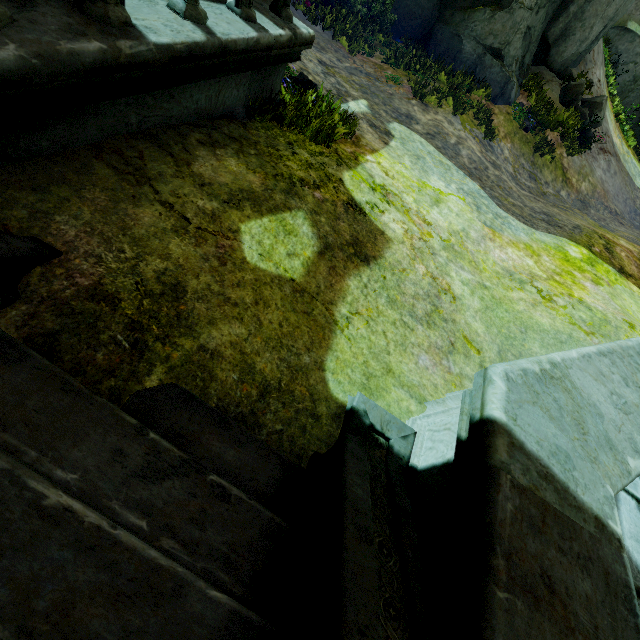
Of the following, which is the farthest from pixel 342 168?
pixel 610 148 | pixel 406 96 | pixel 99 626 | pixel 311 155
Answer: pixel 610 148

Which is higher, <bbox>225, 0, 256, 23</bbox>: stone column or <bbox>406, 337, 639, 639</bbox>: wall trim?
<bbox>225, 0, 256, 23</bbox>: stone column

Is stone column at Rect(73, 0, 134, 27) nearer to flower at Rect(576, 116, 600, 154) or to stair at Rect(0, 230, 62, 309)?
stair at Rect(0, 230, 62, 309)

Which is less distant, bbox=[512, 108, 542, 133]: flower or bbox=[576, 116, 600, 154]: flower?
bbox=[512, 108, 542, 133]: flower

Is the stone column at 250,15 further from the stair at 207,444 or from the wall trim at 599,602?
the wall trim at 599,602

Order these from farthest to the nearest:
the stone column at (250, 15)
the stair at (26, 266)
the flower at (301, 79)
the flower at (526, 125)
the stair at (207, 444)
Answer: the flower at (526, 125) → the flower at (301, 79) → the stone column at (250, 15) → the stair at (26, 266) → the stair at (207, 444)

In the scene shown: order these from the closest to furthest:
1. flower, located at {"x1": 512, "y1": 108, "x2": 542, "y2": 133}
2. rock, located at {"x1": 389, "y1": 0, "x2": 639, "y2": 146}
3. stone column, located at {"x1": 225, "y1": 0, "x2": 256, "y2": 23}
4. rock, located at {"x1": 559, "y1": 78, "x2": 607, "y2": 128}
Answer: stone column, located at {"x1": 225, "y1": 0, "x2": 256, "y2": 23}
rock, located at {"x1": 389, "y1": 0, "x2": 639, "y2": 146}
flower, located at {"x1": 512, "y1": 108, "x2": 542, "y2": 133}
rock, located at {"x1": 559, "y1": 78, "x2": 607, "y2": 128}

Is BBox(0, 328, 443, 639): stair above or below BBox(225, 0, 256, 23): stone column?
below
